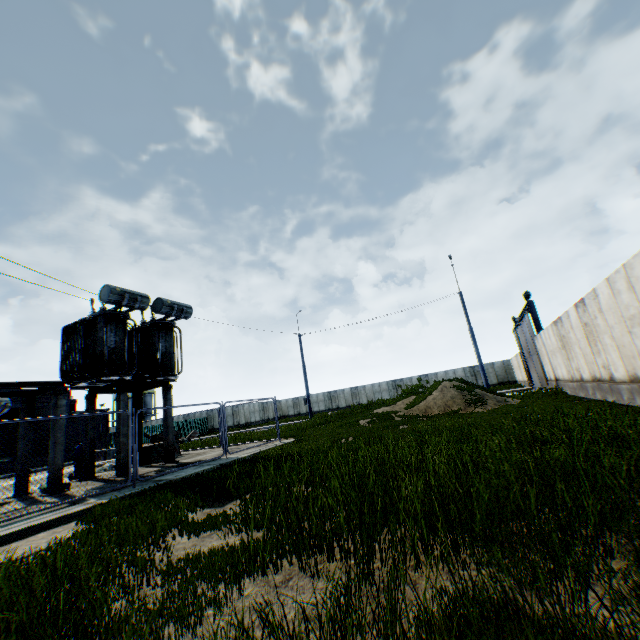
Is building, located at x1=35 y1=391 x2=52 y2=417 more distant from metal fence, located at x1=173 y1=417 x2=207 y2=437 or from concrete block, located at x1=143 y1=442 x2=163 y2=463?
concrete block, located at x1=143 y1=442 x2=163 y2=463

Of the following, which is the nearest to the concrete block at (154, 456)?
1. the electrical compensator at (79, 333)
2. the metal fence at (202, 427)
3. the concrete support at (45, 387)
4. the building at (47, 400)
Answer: the metal fence at (202, 427)

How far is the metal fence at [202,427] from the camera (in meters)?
42.81

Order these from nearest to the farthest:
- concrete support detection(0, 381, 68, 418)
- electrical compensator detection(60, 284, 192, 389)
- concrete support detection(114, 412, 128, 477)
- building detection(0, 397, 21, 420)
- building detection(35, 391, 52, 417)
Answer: concrete support detection(0, 381, 68, 418), concrete support detection(114, 412, 128, 477), electrical compensator detection(60, 284, 192, 389), building detection(0, 397, 21, 420), building detection(35, 391, 52, 417)

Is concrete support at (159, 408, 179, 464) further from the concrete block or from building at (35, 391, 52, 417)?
building at (35, 391, 52, 417)

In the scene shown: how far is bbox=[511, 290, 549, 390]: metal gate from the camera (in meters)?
22.08

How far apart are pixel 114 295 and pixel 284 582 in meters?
13.2

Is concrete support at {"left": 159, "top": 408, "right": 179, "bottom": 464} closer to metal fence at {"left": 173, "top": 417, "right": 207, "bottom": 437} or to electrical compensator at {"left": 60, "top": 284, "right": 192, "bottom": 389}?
electrical compensator at {"left": 60, "top": 284, "right": 192, "bottom": 389}
